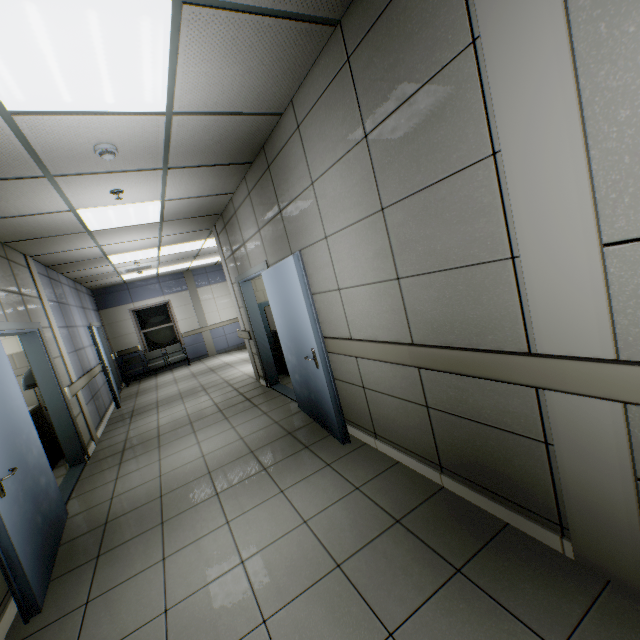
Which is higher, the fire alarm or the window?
the fire alarm

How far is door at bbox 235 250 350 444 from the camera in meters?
3.2

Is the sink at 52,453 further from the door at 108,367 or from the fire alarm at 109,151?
the fire alarm at 109,151

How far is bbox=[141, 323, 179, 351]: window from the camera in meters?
11.3 m

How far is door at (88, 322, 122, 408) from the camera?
7.3 meters

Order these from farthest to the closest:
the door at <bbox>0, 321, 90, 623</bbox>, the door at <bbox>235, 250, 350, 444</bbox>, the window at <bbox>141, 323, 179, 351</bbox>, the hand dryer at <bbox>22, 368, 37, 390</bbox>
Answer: the window at <bbox>141, 323, 179, 351</bbox> → the hand dryer at <bbox>22, 368, 37, 390</bbox> → the door at <bbox>235, 250, 350, 444</bbox> → the door at <bbox>0, 321, 90, 623</bbox>

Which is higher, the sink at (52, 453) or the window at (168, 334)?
the window at (168, 334)

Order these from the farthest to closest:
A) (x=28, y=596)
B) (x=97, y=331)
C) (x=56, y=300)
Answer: (x=97, y=331) → (x=56, y=300) → (x=28, y=596)
